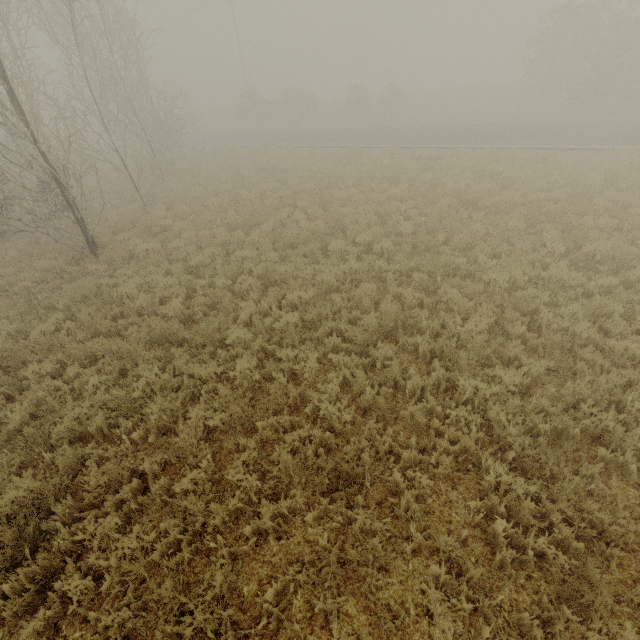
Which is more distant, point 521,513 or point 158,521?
point 158,521
